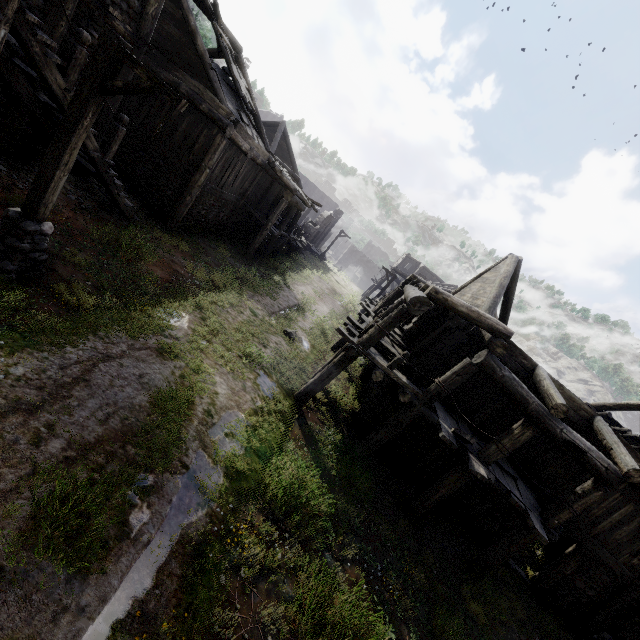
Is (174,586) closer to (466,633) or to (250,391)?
(250,391)

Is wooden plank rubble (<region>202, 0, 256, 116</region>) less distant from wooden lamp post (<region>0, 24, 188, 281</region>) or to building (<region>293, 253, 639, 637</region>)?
building (<region>293, 253, 639, 637</region>)

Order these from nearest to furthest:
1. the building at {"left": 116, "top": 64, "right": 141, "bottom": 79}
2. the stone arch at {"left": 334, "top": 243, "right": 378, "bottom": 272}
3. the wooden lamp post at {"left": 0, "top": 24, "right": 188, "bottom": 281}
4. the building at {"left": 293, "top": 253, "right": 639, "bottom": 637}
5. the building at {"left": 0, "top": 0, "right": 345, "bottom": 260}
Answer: the wooden lamp post at {"left": 0, "top": 24, "right": 188, "bottom": 281} → the building at {"left": 0, "top": 0, "right": 345, "bottom": 260} → the building at {"left": 293, "top": 253, "right": 639, "bottom": 637} → the building at {"left": 116, "top": 64, "right": 141, "bottom": 79} → the stone arch at {"left": 334, "top": 243, "right": 378, "bottom": 272}

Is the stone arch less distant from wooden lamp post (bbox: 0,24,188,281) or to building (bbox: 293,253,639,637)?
building (bbox: 293,253,639,637)

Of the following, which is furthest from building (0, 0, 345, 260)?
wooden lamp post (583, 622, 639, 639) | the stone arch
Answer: wooden lamp post (583, 622, 639, 639)

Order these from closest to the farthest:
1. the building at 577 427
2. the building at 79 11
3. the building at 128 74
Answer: the building at 79 11
the building at 577 427
the building at 128 74

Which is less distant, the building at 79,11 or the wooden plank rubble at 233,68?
the building at 79,11
